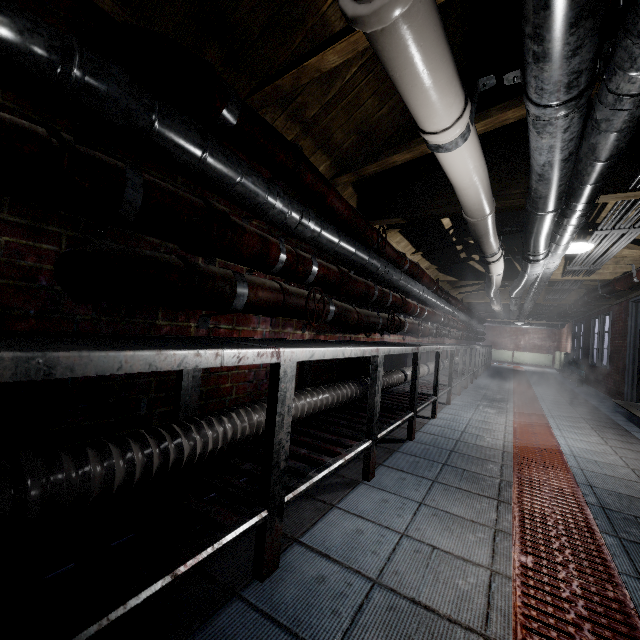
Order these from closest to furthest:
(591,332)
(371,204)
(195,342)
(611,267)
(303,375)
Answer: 1. (195,342)
2. (303,375)
3. (371,204)
4. (611,267)
5. (591,332)

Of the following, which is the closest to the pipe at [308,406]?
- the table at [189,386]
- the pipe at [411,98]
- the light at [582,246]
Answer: the table at [189,386]

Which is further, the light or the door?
the door

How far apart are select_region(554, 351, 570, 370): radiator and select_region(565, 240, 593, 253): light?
10.66m

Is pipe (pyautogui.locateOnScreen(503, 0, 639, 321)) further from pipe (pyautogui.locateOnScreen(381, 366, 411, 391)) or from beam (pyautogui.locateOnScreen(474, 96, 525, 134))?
pipe (pyautogui.locateOnScreen(381, 366, 411, 391))

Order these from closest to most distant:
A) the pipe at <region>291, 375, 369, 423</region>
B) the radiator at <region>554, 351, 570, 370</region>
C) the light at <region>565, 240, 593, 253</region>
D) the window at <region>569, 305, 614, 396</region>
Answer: the pipe at <region>291, 375, 369, 423</region> < the light at <region>565, 240, 593, 253</region> < the window at <region>569, 305, 614, 396</region> < the radiator at <region>554, 351, 570, 370</region>

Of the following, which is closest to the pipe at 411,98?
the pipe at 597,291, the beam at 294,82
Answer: the beam at 294,82

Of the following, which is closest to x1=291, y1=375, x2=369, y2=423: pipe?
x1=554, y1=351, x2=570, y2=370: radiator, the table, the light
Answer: the table
